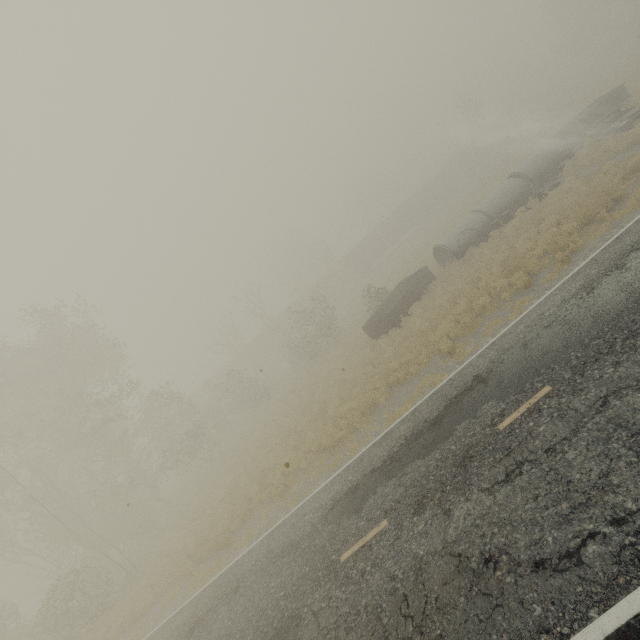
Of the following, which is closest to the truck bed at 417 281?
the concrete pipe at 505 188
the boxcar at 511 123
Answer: the concrete pipe at 505 188

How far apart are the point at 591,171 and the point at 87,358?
34.8 meters

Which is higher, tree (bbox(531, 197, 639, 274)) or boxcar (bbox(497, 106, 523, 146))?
boxcar (bbox(497, 106, 523, 146))

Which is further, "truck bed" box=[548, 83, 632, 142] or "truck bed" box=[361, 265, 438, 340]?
"truck bed" box=[548, 83, 632, 142]

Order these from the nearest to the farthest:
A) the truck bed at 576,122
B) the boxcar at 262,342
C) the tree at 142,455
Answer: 1. the tree at 142,455
2. the truck bed at 576,122
3. the boxcar at 262,342

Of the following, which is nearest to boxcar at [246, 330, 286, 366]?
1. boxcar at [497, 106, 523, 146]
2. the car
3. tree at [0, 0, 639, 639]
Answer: boxcar at [497, 106, 523, 146]

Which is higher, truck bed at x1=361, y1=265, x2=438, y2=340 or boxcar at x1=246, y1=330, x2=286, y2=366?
boxcar at x1=246, y1=330, x2=286, y2=366

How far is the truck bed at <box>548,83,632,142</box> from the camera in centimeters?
2336cm
